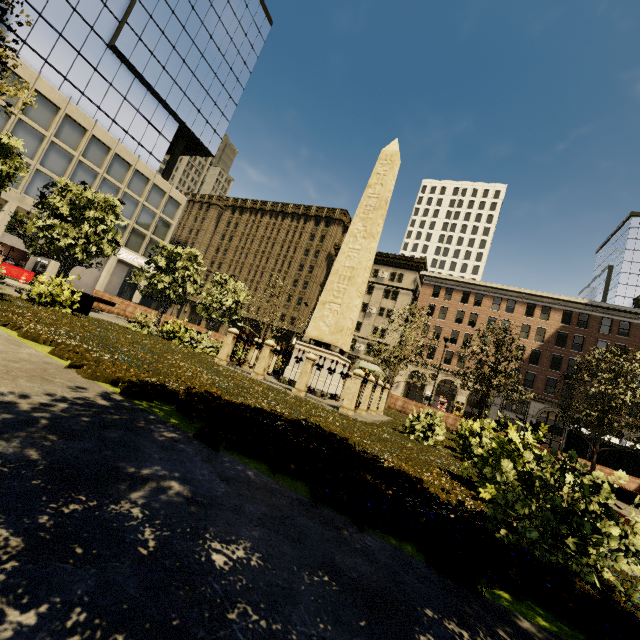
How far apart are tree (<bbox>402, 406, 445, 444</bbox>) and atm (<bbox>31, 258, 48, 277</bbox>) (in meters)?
41.83

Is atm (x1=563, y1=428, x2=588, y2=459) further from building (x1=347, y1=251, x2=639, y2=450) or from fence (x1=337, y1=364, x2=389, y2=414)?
building (x1=347, y1=251, x2=639, y2=450)

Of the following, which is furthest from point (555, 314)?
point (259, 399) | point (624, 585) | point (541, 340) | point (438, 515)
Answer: point (438, 515)

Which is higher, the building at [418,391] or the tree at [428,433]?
the building at [418,391]

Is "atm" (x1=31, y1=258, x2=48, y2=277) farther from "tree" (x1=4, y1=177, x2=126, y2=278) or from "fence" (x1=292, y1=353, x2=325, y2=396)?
"fence" (x1=292, y1=353, x2=325, y2=396)

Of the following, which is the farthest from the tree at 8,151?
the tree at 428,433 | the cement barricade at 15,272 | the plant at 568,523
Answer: the cement barricade at 15,272

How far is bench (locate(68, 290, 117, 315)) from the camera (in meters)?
12.09

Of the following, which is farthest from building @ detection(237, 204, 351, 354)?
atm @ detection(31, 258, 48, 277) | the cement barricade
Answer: the cement barricade
